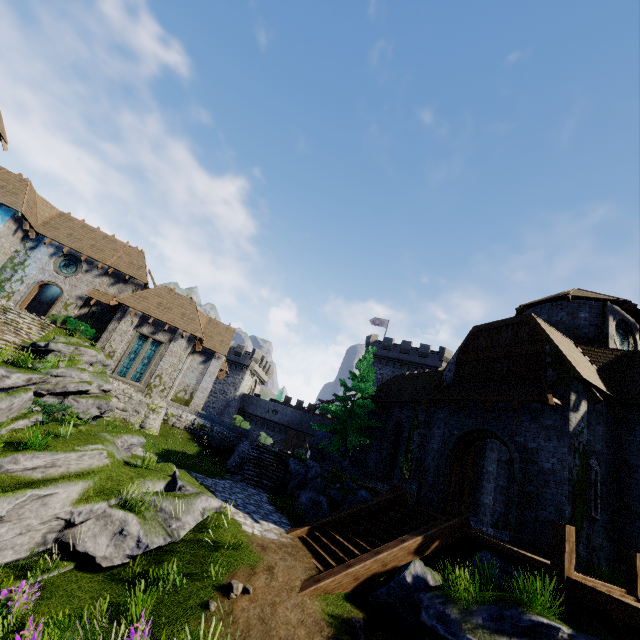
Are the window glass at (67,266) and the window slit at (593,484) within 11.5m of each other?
no

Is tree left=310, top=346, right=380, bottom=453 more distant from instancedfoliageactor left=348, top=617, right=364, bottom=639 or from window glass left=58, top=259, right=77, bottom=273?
window glass left=58, top=259, right=77, bottom=273

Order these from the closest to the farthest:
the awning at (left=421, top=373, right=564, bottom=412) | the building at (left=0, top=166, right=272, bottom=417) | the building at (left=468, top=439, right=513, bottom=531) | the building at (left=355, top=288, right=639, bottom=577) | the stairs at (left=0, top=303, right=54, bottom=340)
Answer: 1. the building at (left=355, top=288, right=639, bottom=577)
2. the awning at (left=421, top=373, right=564, bottom=412)
3. the building at (left=468, top=439, right=513, bottom=531)
4. the stairs at (left=0, top=303, right=54, bottom=340)
5. the building at (left=0, top=166, right=272, bottom=417)

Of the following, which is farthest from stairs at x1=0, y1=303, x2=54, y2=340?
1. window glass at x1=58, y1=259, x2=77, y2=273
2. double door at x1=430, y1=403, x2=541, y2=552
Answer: double door at x1=430, y1=403, x2=541, y2=552

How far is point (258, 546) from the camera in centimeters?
897cm

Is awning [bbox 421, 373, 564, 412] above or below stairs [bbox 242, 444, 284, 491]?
above

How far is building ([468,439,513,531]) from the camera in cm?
1542

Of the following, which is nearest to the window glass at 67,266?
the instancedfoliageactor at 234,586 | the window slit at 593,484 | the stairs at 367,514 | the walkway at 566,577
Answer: the stairs at 367,514
